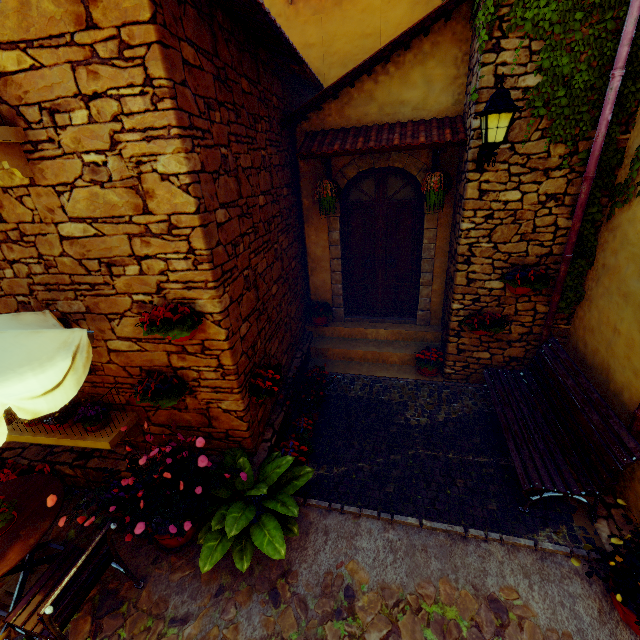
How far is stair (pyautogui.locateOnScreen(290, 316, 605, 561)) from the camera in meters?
3.5

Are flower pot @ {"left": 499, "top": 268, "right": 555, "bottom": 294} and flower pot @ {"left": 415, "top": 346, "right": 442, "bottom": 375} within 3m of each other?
yes

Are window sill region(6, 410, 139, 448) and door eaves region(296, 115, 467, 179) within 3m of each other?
no

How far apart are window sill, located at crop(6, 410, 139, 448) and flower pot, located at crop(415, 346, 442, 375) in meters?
4.4

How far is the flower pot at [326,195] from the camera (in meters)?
5.21

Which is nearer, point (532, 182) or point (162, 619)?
point (162, 619)

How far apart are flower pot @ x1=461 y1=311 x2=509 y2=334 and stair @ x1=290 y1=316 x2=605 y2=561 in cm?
104

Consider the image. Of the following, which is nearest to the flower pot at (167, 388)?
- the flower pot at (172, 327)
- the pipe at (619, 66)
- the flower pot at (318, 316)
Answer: the flower pot at (172, 327)
